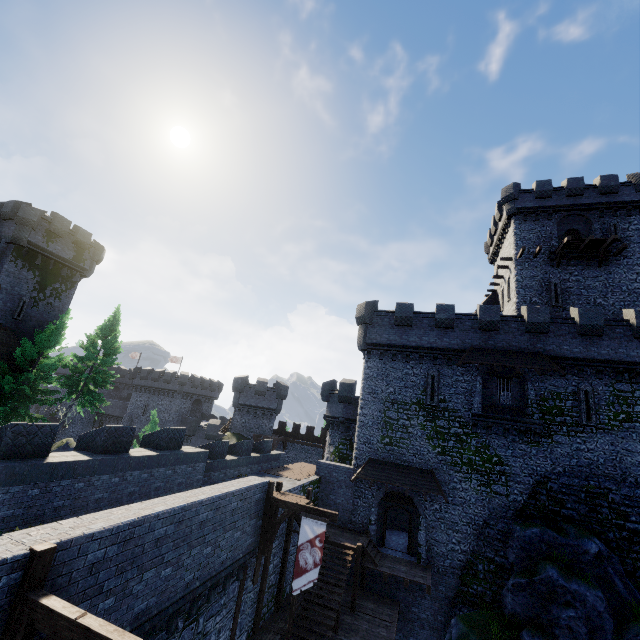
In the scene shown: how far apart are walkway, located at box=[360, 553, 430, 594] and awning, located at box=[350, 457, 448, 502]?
3.64m

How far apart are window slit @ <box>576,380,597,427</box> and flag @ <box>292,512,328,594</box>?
17.2m

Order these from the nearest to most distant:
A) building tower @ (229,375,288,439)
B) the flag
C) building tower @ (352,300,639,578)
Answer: the flag < building tower @ (352,300,639,578) < building tower @ (229,375,288,439)

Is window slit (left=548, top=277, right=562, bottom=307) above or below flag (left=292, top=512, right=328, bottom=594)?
above

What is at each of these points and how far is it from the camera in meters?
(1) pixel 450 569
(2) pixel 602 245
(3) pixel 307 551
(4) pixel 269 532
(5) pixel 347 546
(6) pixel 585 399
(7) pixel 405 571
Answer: (1) building tower, 19.8
(2) wooden platform, 27.2
(3) flag, 13.2
(4) wooden support, 14.0
(5) stairs, 18.9
(6) window slit, 20.5
(7) walkway, 18.8

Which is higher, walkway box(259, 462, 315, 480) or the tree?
the tree

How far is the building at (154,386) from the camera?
52.3m

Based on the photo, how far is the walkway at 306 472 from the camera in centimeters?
2173cm
